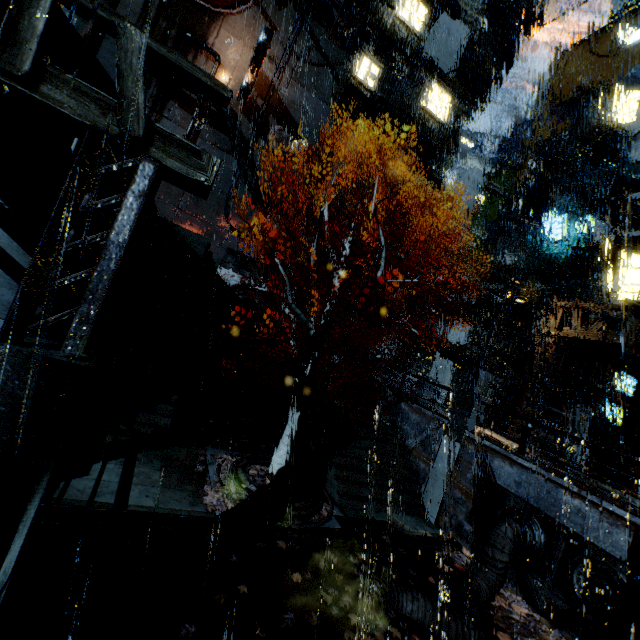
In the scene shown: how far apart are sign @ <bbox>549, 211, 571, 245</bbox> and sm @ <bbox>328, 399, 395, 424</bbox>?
17.9m

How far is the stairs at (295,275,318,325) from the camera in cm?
2305

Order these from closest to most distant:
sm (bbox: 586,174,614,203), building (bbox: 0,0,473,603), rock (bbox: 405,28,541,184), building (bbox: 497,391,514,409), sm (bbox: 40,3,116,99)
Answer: building (bbox: 0,0,473,603) < sm (bbox: 40,3,116,99) < sm (bbox: 586,174,614,203) < building (bbox: 497,391,514,409) < rock (bbox: 405,28,541,184)

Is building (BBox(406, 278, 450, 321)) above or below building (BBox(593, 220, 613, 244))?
below

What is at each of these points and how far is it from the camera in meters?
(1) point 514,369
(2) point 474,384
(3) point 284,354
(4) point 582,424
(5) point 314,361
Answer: (1) building, 25.8 m
(2) street light, 14.9 m
(3) stairs, 23.3 m
(4) building, 18.0 m
(5) tree, 11.8 m

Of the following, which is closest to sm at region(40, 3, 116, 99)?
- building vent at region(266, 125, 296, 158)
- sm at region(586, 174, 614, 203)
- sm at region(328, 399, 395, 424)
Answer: sm at region(328, 399, 395, 424)

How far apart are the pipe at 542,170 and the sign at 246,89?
25.53m

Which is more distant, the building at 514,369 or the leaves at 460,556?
the building at 514,369
